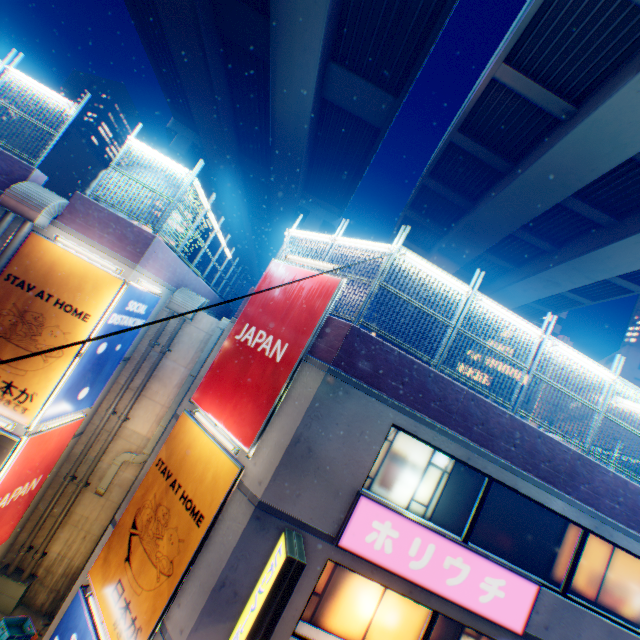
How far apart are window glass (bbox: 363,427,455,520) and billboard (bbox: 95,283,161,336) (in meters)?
7.57

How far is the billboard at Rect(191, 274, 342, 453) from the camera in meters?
7.1 m

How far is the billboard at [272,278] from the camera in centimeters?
813cm

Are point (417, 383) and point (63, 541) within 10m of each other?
no

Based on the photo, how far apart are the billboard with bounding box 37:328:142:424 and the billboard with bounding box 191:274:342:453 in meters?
3.1

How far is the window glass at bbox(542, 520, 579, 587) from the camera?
7.9 meters

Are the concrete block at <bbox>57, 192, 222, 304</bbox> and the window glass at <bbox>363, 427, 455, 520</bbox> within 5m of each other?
no

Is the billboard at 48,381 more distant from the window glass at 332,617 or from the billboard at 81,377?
the window glass at 332,617
